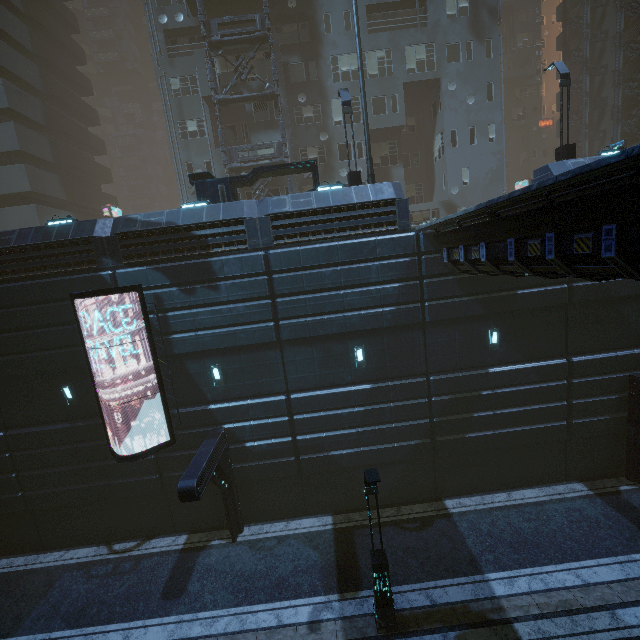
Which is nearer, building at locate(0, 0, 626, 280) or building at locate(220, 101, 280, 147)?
building at locate(0, 0, 626, 280)

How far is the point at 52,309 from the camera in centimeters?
1256cm

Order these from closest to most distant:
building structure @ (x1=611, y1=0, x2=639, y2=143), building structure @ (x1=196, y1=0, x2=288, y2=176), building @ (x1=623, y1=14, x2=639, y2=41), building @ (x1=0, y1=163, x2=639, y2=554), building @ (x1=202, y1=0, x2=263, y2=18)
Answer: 1. building @ (x1=0, y1=163, x2=639, y2=554)
2. building structure @ (x1=196, y1=0, x2=288, y2=176)
3. building @ (x1=202, y1=0, x2=263, y2=18)
4. building structure @ (x1=611, y1=0, x2=639, y2=143)
5. building @ (x1=623, y1=14, x2=639, y2=41)

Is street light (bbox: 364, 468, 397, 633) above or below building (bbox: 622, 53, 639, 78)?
below

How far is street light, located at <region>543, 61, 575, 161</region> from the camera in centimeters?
1452cm

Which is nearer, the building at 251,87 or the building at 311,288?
the building at 311,288

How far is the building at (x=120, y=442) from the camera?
12.64m
